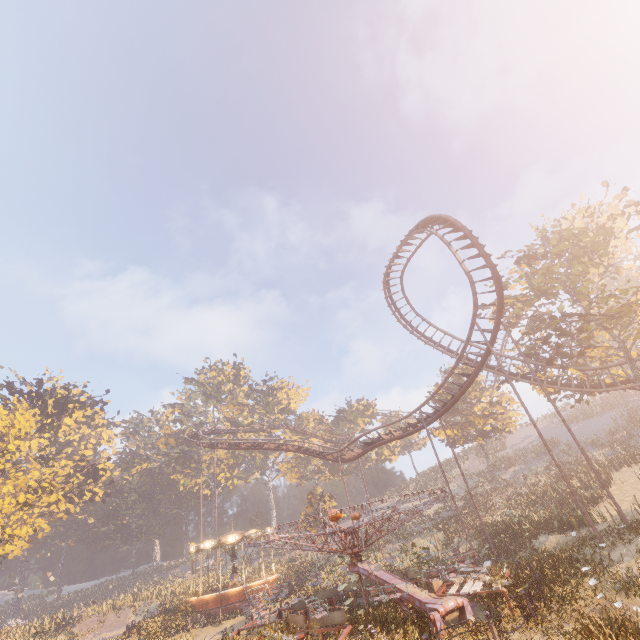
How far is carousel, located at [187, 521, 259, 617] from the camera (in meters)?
25.88

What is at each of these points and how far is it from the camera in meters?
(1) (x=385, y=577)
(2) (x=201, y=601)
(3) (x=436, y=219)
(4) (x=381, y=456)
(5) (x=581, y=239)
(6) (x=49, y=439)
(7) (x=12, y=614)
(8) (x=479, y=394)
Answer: (1) merry-go-round, 13.1
(2) carousel, 26.2
(3) roller coaster, 23.9
(4) instancedfoliageactor, 57.8
(5) tree, 24.1
(6) instancedfoliageactor, 46.7
(7) instancedfoliageactor, 51.1
(8) tree, 46.3

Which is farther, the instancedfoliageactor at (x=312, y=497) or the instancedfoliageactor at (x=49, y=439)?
the instancedfoliageactor at (x=312, y=497)

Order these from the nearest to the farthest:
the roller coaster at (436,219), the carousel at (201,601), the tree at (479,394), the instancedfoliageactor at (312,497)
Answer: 1. the roller coaster at (436,219)
2. the carousel at (201,601)
3. the tree at (479,394)
4. the instancedfoliageactor at (312,497)

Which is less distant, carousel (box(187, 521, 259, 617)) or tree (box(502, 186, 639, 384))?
tree (box(502, 186, 639, 384))

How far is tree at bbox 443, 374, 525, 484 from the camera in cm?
3872

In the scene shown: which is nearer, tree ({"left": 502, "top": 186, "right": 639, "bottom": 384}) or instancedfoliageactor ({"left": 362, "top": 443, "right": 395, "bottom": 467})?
tree ({"left": 502, "top": 186, "right": 639, "bottom": 384})

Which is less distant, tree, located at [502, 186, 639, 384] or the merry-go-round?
the merry-go-round
